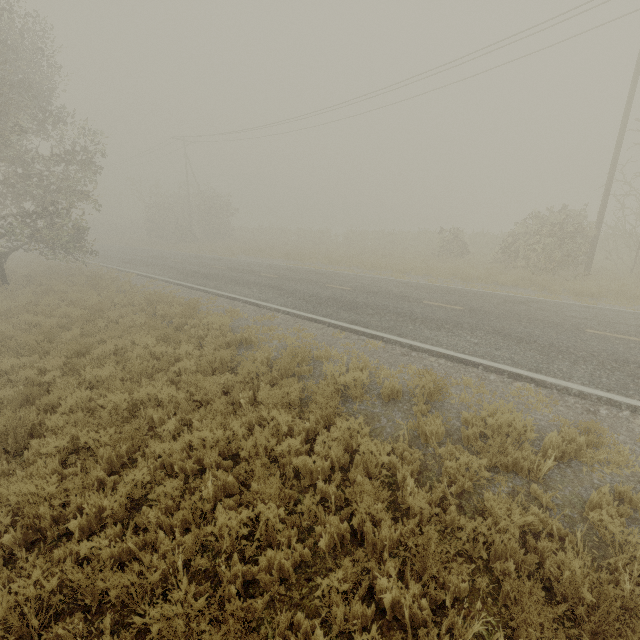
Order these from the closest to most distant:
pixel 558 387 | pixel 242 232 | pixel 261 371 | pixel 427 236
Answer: pixel 558 387 → pixel 261 371 → pixel 427 236 → pixel 242 232
